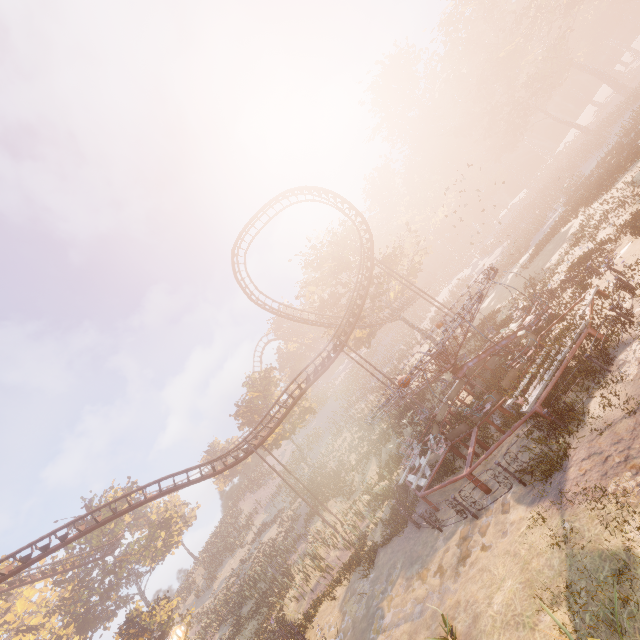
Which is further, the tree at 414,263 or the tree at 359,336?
the tree at 359,336

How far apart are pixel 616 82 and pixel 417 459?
72.0 meters

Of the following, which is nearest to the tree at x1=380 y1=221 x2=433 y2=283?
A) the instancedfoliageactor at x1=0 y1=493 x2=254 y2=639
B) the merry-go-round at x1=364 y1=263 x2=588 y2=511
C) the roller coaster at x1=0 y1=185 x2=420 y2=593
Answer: the roller coaster at x1=0 y1=185 x2=420 y2=593

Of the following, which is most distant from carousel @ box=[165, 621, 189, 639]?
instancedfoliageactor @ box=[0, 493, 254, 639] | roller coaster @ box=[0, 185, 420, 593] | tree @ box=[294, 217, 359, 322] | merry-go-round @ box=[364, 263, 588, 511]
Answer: tree @ box=[294, 217, 359, 322]

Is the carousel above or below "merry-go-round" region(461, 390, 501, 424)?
above

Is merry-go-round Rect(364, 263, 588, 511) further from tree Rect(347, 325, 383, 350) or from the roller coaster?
tree Rect(347, 325, 383, 350)
